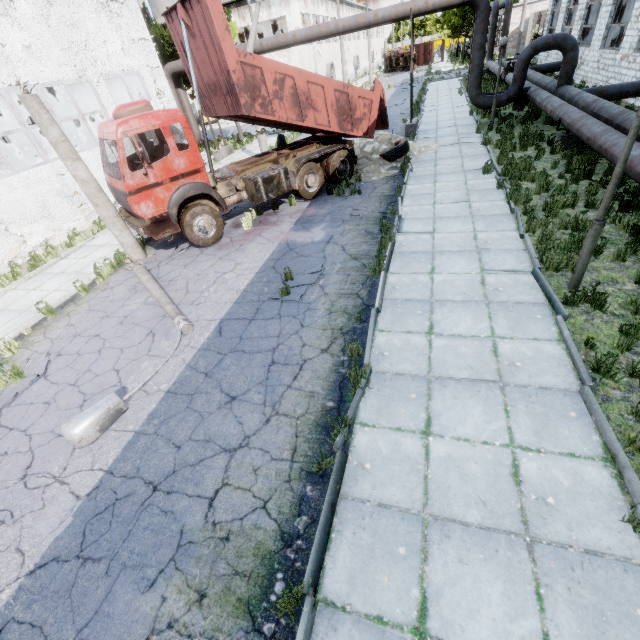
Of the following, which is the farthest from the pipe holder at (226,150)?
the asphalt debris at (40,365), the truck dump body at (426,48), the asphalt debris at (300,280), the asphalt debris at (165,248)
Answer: the truck dump body at (426,48)

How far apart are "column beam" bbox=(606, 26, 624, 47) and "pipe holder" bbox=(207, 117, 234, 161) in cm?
2295

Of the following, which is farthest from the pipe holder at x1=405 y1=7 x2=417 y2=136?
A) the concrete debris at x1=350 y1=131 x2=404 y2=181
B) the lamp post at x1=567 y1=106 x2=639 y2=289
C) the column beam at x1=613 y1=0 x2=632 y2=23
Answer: the lamp post at x1=567 y1=106 x2=639 y2=289

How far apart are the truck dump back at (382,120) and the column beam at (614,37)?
16.8 meters

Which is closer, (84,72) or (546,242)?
(546,242)

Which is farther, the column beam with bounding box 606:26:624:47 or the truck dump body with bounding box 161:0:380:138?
the column beam with bounding box 606:26:624:47

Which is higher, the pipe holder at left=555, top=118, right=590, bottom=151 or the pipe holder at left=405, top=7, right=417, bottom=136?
the pipe holder at left=405, top=7, right=417, bottom=136

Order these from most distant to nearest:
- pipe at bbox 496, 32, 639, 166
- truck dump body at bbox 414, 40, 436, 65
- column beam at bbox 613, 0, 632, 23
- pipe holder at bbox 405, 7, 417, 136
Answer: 1. truck dump body at bbox 414, 40, 436, 65
2. column beam at bbox 613, 0, 632, 23
3. pipe holder at bbox 405, 7, 417, 136
4. pipe at bbox 496, 32, 639, 166
